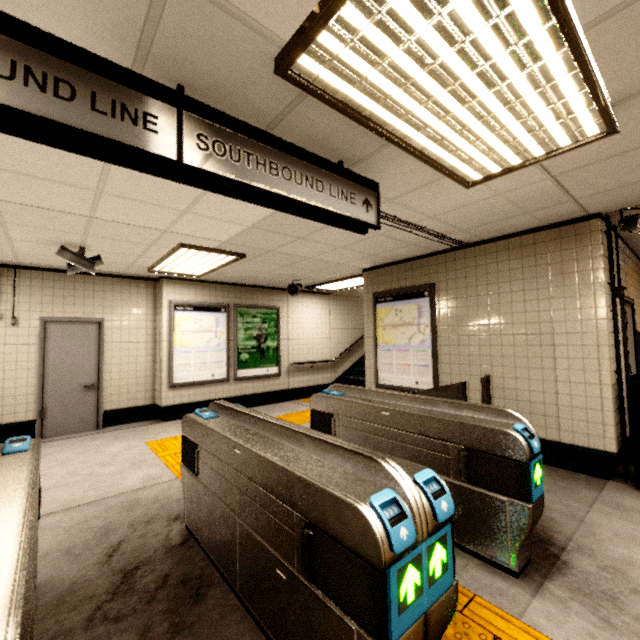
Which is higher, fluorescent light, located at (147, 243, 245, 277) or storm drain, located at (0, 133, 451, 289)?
storm drain, located at (0, 133, 451, 289)

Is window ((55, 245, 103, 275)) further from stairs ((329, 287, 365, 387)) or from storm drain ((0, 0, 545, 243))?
stairs ((329, 287, 365, 387))

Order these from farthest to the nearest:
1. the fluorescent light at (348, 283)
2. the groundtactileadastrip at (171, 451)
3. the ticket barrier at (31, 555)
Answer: the fluorescent light at (348, 283)
the groundtactileadastrip at (171, 451)
the ticket barrier at (31, 555)

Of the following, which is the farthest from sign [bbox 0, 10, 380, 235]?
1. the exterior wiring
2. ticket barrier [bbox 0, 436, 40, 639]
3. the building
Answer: the exterior wiring

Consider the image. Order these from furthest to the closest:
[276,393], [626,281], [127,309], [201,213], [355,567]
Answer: [276,393], [127,309], [626,281], [201,213], [355,567]

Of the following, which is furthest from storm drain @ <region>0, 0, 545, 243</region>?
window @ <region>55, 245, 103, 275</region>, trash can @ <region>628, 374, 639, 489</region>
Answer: trash can @ <region>628, 374, 639, 489</region>

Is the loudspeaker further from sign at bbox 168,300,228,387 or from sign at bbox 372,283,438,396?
sign at bbox 168,300,228,387

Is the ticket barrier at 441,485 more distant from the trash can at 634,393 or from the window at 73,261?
the window at 73,261
